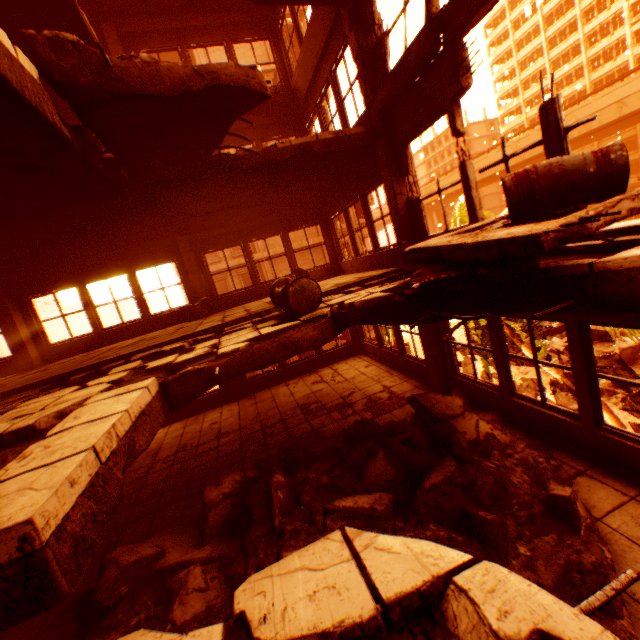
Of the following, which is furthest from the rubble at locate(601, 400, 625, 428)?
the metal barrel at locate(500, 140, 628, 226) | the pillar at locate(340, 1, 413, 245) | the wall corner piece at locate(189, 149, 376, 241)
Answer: the metal barrel at locate(500, 140, 628, 226)

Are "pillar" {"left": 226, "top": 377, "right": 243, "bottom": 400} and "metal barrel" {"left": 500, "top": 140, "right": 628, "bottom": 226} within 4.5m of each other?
no

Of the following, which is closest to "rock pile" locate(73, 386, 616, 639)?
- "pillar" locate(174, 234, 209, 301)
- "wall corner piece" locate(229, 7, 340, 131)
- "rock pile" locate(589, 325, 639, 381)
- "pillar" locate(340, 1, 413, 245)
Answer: "pillar" locate(340, 1, 413, 245)

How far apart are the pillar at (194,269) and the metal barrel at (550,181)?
8.74m

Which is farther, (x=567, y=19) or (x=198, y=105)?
(x=567, y=19)

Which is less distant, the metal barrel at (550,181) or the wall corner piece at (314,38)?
the metal barrel at (550,181)

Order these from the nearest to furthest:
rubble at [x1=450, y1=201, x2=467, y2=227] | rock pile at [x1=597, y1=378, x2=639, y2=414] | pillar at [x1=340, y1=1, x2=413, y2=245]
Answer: pillar at [x1=340, y1=1, x2=413, y2=245] → rubble at [x1=450, y1=201, x2=467, y2=227] → rock pile at [x1=597, y1=378, x2=639, y2=414]

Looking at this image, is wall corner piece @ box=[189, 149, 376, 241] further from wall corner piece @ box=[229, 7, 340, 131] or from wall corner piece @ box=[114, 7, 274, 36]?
wall corner piece @ box=[114, 7, 274, 36]
